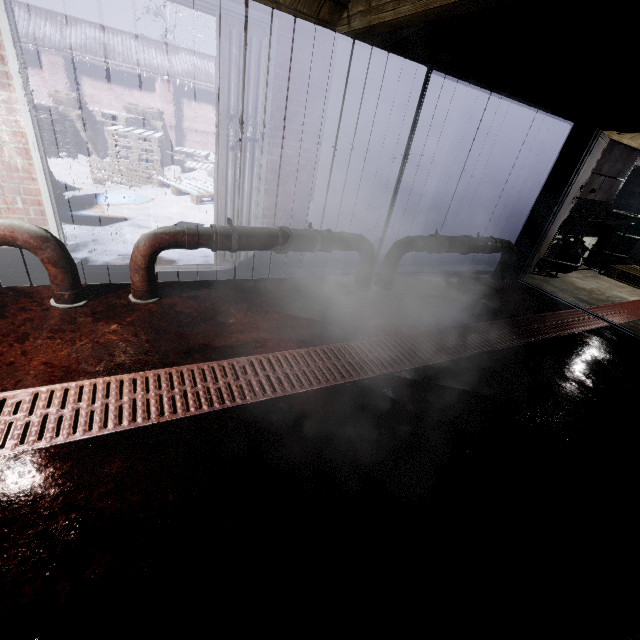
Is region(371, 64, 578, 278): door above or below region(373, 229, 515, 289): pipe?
above

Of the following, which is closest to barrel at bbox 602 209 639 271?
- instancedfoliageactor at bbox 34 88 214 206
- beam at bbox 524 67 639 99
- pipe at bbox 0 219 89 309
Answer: beam at bbox 524 67 639 99

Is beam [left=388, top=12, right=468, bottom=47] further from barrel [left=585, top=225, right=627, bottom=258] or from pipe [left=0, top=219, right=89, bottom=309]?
barrel [left=585, top=225, right=627, bottom=258]

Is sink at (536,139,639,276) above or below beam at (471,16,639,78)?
below

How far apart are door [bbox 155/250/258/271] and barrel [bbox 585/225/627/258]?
6.6 meters

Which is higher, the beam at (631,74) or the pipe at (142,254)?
the beam at (631,74)

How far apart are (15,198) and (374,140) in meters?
3.0

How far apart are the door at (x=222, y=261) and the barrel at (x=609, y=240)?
6.6 meters
